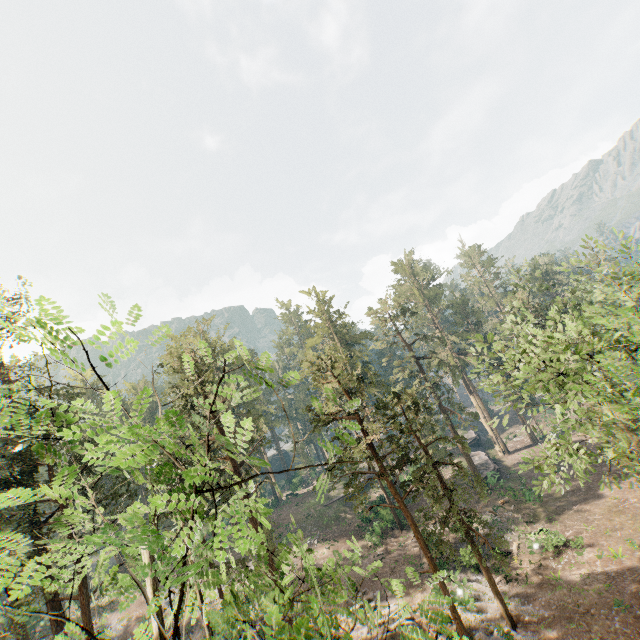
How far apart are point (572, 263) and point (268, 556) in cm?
2813

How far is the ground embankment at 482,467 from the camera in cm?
3784

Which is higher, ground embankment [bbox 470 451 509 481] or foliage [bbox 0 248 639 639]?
foliage [bbox 0 248 639 639]

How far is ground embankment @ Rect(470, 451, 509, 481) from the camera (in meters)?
37.84

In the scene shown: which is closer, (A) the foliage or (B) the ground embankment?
(A) the foliage

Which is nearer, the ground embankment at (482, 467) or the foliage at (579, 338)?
the foliage at (579, 338)
